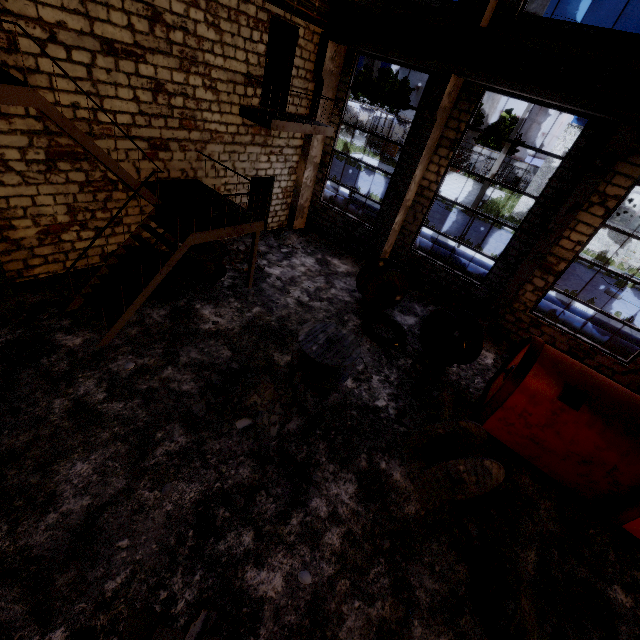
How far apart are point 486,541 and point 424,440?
1.9m

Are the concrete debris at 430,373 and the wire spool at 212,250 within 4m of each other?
no

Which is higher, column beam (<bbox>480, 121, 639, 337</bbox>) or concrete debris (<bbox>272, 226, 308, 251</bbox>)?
A: column beam (<bbox>480, 121, 639, 337</bbox>)

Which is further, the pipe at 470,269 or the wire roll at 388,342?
the pipe at 470,269

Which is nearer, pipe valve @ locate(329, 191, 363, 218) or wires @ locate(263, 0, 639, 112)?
wires @ locate(263, 0, 639, 112)

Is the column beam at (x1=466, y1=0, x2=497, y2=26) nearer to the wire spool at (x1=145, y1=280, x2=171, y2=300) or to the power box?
the power box

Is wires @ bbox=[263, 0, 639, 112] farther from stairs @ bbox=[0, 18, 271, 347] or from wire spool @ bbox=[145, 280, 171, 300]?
wire spool @ bbox=[145, 280, 171, 300]

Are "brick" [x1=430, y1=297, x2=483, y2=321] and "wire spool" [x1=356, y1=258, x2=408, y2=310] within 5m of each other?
yes
